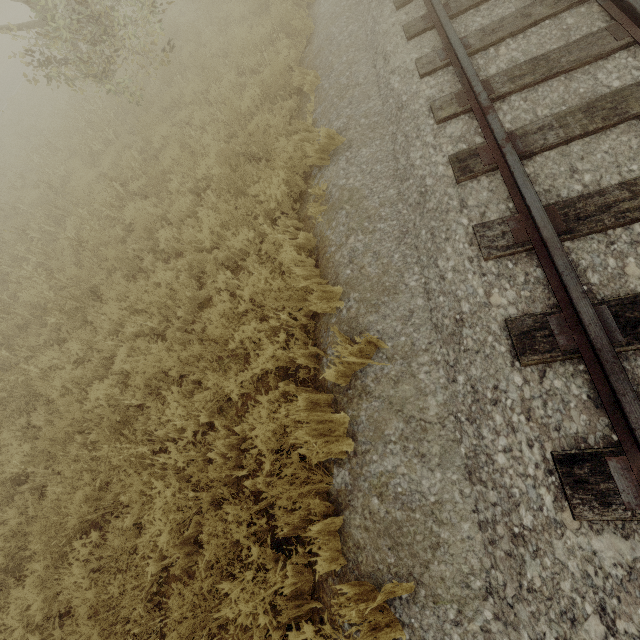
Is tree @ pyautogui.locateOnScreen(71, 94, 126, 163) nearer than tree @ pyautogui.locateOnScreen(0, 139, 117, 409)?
No

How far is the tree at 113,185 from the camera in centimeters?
695cm

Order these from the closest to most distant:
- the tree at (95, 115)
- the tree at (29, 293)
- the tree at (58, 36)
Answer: the tree at (29, 293), the tree at (58, 36), the tree at (95, 115)

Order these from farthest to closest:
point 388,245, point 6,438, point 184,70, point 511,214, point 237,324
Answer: point 184,70 < point 6,438 < point 237,324 < point 388,245 < point 511,214

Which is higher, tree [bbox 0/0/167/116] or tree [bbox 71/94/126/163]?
tree [bbox 0/0/167/116]

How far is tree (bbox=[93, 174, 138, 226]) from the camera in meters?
6.9 m

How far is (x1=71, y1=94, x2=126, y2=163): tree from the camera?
8.9 meters
